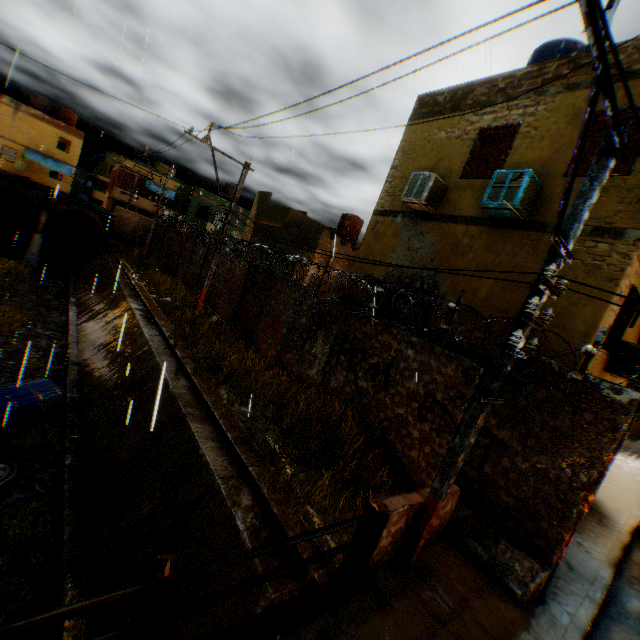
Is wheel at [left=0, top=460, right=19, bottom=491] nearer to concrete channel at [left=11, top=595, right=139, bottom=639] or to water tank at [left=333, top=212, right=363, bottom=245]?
concrete channel at [left=11, top=595, right=139, bottom=639]

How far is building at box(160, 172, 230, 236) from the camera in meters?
31.8

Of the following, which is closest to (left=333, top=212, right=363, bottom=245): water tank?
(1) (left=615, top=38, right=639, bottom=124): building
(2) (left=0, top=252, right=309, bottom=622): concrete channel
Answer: (1) (left=615, top=38, right=639, bottom=124): building

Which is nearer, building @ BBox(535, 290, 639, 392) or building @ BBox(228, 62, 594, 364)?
building @ BBox(535, 290, 639, 392)

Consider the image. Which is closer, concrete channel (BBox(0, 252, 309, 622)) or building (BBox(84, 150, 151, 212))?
concrete channel (BBox(0, 252, 309, 622))

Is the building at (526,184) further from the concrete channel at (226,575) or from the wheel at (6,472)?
the wheel at (6,472)

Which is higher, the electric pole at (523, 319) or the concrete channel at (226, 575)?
the electric pole at (523, 319)

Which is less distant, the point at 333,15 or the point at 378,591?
the point at 378,591
